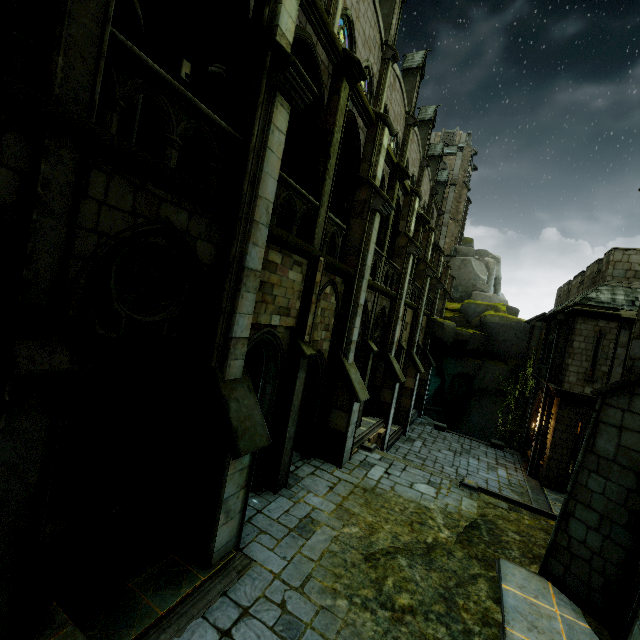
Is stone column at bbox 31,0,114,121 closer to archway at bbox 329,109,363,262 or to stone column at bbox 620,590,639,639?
archway at bbox 329,109,363,262

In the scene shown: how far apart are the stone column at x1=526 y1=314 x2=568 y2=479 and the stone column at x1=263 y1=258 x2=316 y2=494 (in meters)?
16.33

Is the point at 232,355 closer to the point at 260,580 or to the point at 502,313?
the point at 260,580

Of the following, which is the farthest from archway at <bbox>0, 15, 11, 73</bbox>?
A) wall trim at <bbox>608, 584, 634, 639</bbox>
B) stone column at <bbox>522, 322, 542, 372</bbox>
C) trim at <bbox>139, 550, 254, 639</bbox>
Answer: wall trim at <bbox>608, 584, 634, 639</bbox>

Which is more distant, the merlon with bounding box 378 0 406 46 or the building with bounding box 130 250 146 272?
the merlon with bounding box 378 0 406 46

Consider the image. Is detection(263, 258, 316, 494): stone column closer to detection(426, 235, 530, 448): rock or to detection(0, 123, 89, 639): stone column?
detection(0, 123, 89, 639): stone column

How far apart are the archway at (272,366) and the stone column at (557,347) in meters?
17.1

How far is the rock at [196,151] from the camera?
8.2 meters
